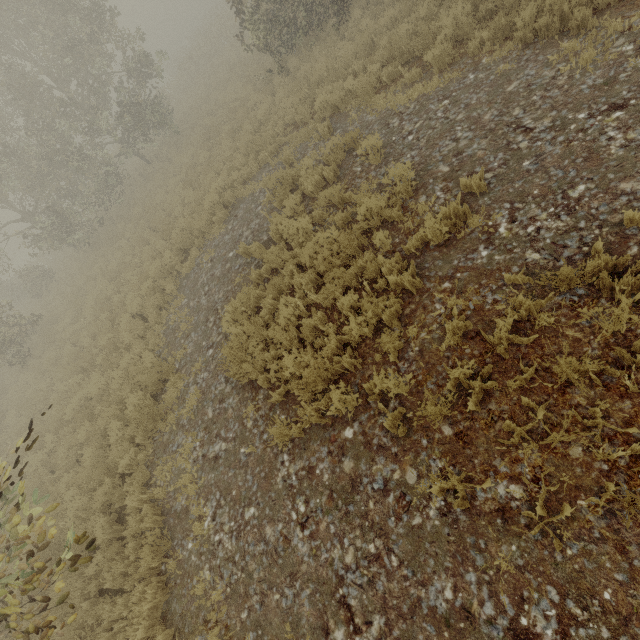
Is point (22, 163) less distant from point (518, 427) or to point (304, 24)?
point (304, 24)
